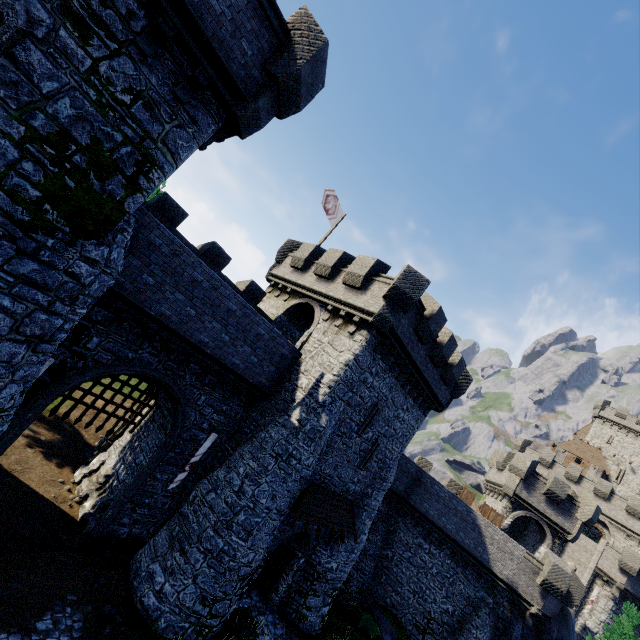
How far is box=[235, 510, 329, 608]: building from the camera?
14.8m

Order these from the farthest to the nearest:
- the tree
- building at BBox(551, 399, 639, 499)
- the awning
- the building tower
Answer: building at BBox(551, 399, 639, 499) < the building tower < the tree < the awning

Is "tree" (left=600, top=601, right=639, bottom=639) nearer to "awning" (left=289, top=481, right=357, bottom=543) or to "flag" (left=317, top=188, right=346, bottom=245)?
"awning" (left=289, top=481, right=357, bottom=543)

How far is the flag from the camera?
21.19m

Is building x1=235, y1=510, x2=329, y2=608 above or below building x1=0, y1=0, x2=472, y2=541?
below

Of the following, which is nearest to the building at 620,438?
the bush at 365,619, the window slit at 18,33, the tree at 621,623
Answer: the tree at 621,623

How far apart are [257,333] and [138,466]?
7.75m

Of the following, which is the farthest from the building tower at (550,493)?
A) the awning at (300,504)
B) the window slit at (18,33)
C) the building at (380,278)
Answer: the window slit at (18,33)
